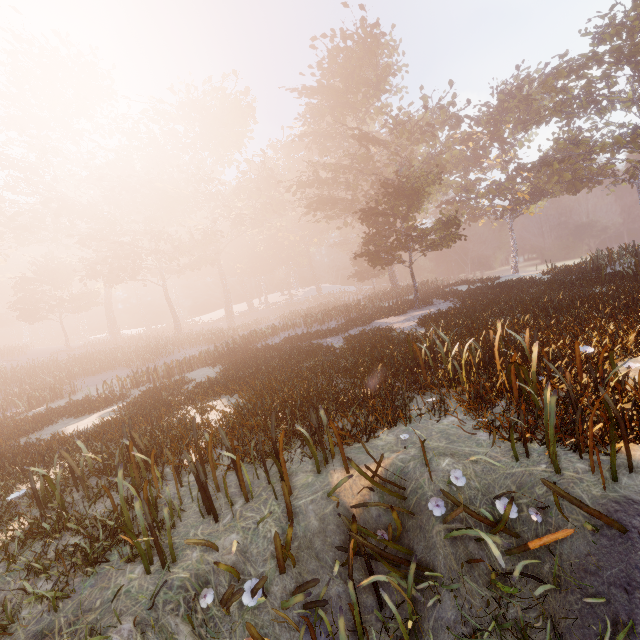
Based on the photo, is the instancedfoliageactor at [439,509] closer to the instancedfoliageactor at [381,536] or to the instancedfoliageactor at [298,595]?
the instancedfoliageactor at [381,536]

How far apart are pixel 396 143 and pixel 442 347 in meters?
28.6

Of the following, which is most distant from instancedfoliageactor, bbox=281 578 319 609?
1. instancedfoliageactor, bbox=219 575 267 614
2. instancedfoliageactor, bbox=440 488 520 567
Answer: instancedfoliageactor, bbox=440 488 520 567

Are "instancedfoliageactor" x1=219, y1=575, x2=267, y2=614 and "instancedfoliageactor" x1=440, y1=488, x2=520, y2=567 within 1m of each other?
no

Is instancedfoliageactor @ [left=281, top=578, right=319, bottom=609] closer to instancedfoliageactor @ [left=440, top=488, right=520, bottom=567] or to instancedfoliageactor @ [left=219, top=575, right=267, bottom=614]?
instancedfoliageactor @ [left=219, top=575, right=267, bottom=614]

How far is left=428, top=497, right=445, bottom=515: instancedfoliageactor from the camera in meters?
3.8 m

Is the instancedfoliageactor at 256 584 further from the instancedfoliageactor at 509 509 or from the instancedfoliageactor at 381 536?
the instancedfoliageactor at 509 509
